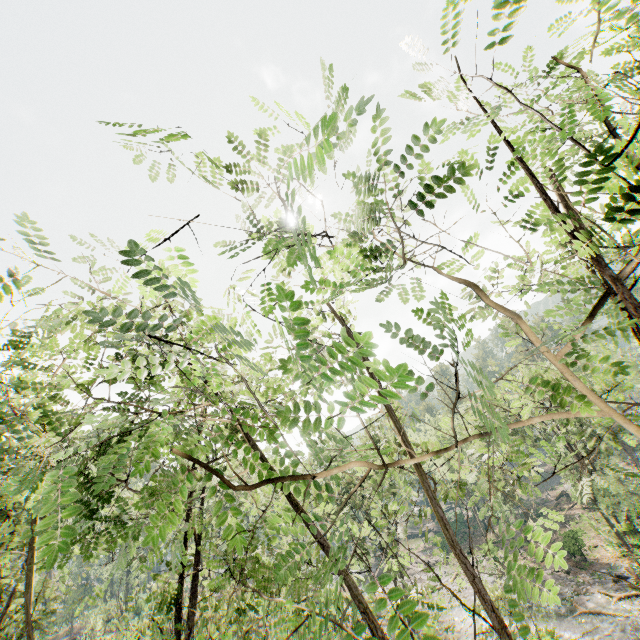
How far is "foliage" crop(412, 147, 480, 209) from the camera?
2.71m

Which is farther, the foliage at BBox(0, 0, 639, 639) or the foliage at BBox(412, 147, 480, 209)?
the foliage at BBox(412, 147, 480, 209)

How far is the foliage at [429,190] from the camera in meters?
2.7

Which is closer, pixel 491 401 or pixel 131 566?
pixel 491 401

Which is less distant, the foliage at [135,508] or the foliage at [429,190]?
the foliage at [135,508]
